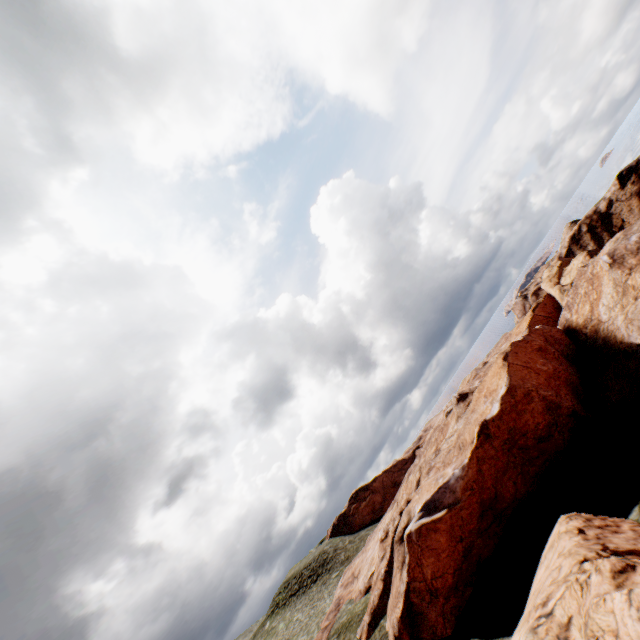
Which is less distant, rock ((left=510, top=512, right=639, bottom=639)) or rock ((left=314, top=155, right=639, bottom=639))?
rock ((left=510, top=512, right=639, bottom=639))

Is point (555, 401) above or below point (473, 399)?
below

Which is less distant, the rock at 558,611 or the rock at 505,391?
the rock at 558,611
